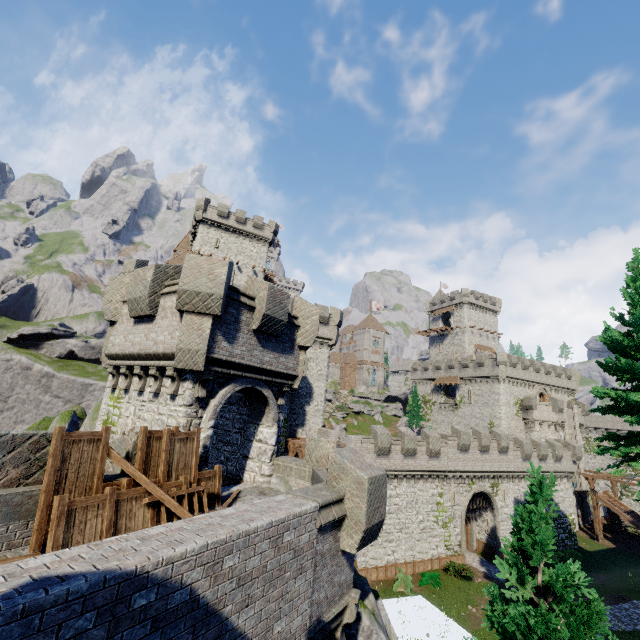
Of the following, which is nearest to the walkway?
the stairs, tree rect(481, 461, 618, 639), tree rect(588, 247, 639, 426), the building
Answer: the building

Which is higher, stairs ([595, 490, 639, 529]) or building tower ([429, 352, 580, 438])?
building tower ([429, 352, 580, 438])

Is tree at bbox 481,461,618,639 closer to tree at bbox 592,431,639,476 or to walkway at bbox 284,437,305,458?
tree at bbox 592,431,639,476

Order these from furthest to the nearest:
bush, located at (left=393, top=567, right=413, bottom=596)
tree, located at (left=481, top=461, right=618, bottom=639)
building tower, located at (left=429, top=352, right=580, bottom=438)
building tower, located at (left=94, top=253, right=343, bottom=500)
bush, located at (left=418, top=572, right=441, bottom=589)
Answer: building tower, located at (left=429, top=352, right=580, bottom=438), bush, located at (left=418, top=572, right=441, bottom=589), bush, located at (left=393, top=567, right=413, bottom=596), building tower, located at (left=94, top=253, right=343, bottom=500), tree, located at (left=481, top=461, right=618, bottom=639)

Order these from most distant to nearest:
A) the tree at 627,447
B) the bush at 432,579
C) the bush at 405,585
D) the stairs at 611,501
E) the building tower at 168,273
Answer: the stairs at 611,501 → the bush at 432,579 → the bush at 405,585 → the tree at 627,447 → the building tower at 168,273

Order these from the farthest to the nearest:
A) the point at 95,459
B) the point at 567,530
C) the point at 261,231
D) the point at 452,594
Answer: the point at 261,231 → the point at 567,530 → the point at 452,594 → the point at 95,459

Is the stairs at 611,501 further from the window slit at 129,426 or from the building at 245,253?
the window slit at 129,426

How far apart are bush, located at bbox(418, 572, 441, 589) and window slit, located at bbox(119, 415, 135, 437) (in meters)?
26.10
